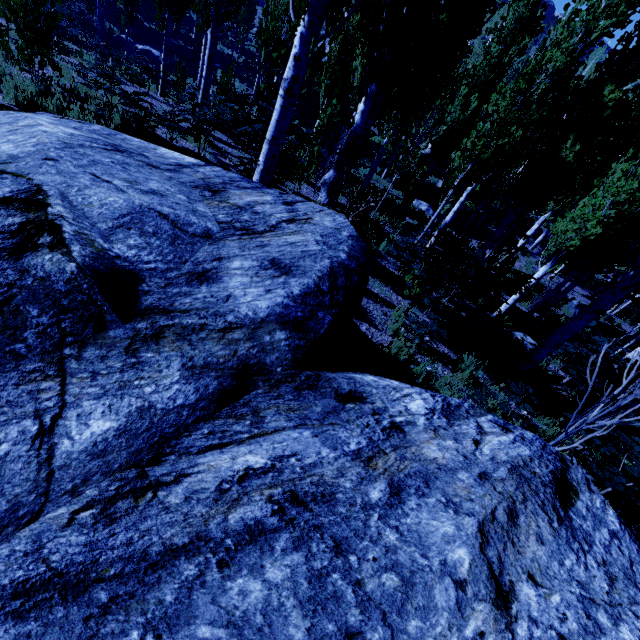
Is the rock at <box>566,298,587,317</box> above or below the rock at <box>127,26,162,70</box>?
above

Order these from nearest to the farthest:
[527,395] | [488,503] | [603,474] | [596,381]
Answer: [488,503]
[603,474]
[527,395]
[596,381]

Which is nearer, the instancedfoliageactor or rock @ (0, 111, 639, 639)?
rock @ (0, 111, 639, 639)

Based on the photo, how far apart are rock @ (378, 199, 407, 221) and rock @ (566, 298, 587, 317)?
11.7 meters

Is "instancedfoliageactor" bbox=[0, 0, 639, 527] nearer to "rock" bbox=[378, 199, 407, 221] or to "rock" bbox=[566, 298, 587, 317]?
"rock" bbox=[378, 199, 407, 221]

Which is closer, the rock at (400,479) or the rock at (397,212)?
the rock at (400,479)

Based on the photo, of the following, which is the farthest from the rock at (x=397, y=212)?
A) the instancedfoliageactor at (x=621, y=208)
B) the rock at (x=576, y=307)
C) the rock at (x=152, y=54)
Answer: the rock at (x=152, y=54)

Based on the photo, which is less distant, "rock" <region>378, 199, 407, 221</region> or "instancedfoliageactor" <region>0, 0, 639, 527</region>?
"instancedfoliageactor" <region>0, 0, 639, 527</region>
